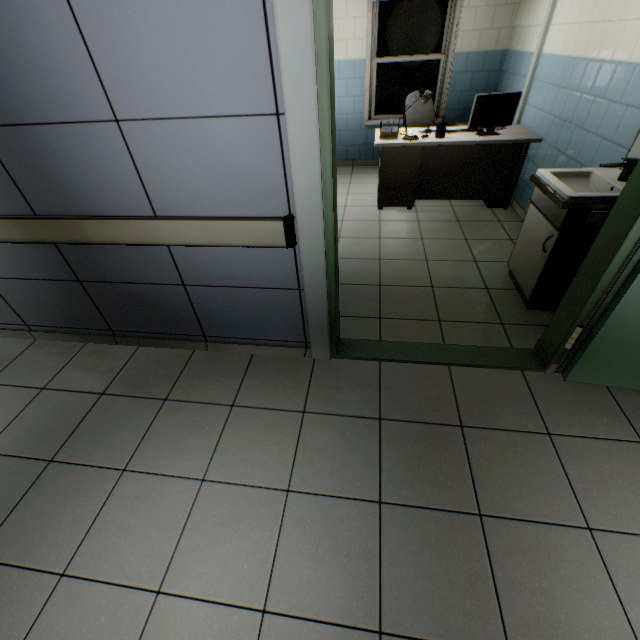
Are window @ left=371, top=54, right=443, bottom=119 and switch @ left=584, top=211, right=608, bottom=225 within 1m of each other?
no

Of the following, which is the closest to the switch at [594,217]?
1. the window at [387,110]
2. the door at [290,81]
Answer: the door at [290,81]

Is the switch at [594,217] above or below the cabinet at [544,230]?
above

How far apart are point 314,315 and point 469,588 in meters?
1.6

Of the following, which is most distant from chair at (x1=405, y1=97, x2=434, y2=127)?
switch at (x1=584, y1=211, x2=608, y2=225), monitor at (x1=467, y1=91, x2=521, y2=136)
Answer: switch at (x1=584, y1=211, x2=608, y2=225)

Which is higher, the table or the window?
the window

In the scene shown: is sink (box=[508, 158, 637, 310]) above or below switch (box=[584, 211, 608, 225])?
below

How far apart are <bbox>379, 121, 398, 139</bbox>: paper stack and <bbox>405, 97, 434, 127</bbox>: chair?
0.7 meters
